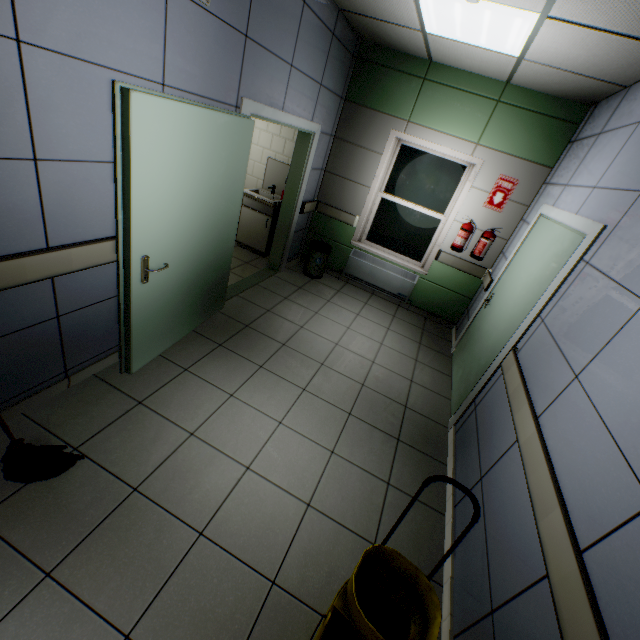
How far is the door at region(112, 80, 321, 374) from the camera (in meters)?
1.89

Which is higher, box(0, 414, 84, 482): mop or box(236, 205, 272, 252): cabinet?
box(236, 205, 272, 252): cabinet

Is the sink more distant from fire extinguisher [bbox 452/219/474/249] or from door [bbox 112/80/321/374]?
fire extinguisher [bbox 452/219/474/249]

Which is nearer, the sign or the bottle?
the bottle

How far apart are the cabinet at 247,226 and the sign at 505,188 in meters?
3.2 m

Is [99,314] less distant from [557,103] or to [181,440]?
[181,440]

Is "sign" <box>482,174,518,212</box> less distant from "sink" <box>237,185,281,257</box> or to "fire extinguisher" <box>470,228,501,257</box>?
"fire extinguisher" <box>470,228,501,257</box>

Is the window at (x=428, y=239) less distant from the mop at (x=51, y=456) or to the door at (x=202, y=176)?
the door at (x=202, y=176)
